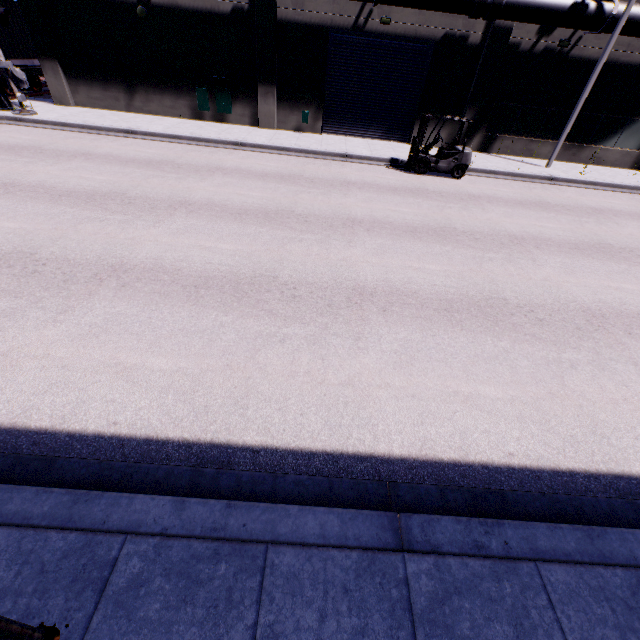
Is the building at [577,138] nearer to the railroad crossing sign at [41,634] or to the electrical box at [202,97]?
the electrical box at [202,97]

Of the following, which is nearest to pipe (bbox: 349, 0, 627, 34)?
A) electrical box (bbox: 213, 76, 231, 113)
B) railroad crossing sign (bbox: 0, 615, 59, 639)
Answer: electrical box (bbox: 213, 76, 231, 113)

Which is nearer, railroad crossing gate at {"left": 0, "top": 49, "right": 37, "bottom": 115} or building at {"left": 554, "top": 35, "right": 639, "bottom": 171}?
railroad crossing gate at {"left": 0, "top": 49, "right": 37, "bottom": 115}

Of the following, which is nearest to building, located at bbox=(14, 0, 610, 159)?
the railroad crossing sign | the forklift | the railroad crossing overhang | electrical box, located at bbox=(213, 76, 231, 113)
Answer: electrical box, located at bbox=(213, 76, 231, 113)

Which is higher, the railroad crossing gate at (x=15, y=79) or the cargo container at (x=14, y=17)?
the cargo container at (x=14, y=17)

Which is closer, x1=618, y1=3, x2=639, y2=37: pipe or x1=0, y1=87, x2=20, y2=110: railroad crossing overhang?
x1=618, y1=3, x2=639, y2=37: pipe

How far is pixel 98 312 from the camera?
5.45m

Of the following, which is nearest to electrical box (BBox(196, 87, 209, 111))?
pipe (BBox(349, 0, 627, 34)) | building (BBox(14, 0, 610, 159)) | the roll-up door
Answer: building (BBox(14, 0, 610, 159))
